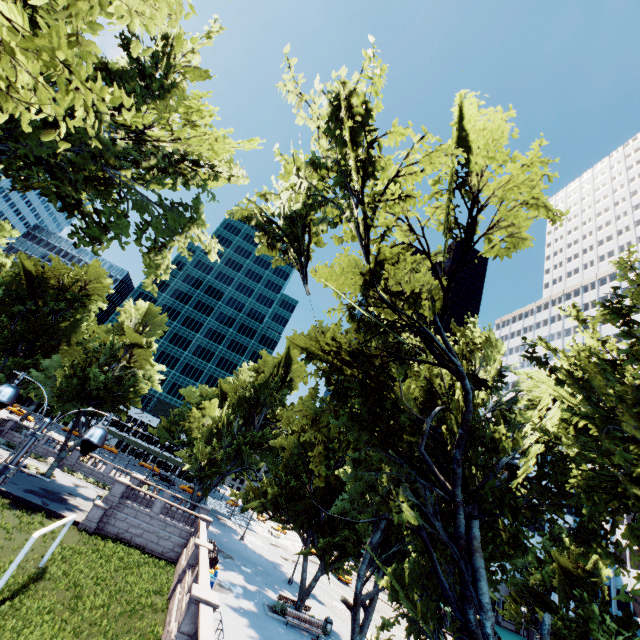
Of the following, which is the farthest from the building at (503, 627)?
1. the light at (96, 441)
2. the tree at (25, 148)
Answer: the light at (96, 441)

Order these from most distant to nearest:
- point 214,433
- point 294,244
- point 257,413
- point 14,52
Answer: point 214,433, point 257,413, point 294,244, point 14,52

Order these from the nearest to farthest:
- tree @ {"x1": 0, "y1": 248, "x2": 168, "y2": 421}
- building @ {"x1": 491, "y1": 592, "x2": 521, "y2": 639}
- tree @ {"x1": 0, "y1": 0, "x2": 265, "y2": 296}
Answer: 1. tree @ {"x1": 0, "y1": 0, "x2": 265, "y2": 296}
2. tree @ {"x1": 0, "y1": 248, "x2": 168, "y2": 421}
3. building @ {"x1": 491, "y1": 592, "x2": 521, "y2": 639}

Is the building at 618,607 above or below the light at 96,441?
above

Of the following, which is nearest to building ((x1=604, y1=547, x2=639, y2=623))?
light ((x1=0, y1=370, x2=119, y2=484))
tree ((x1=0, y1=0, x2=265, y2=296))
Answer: tree ((x1=0, y1=0, x2=265, y2=296))

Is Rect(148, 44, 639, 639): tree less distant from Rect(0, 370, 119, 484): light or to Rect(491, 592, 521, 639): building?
Rect(491, 592, 521, 639): building
